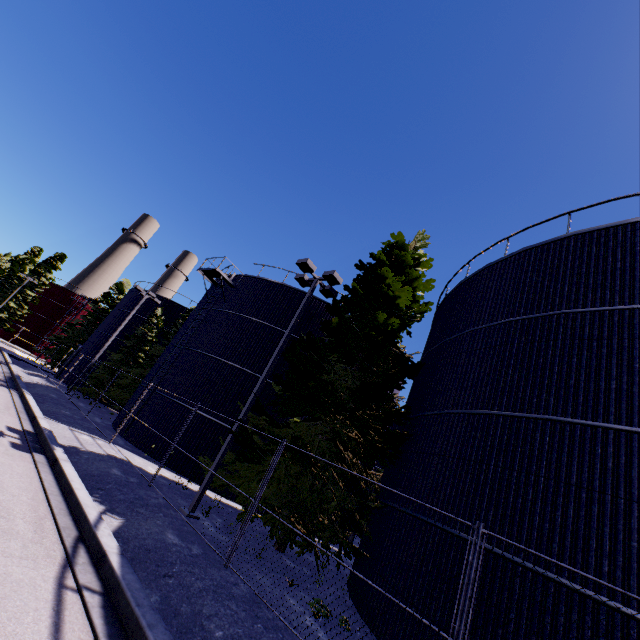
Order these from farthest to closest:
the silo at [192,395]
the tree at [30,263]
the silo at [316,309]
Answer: the tree at [30,263] < the silo at [316,309] < the silo at [192,395]

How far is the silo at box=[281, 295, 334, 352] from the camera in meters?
19.6 m

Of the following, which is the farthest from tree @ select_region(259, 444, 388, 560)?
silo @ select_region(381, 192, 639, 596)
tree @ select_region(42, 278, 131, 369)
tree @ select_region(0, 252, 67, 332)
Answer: tree @ select_region(0, 252, 67, 332)

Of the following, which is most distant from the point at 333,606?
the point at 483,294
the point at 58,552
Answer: the point at 483,294

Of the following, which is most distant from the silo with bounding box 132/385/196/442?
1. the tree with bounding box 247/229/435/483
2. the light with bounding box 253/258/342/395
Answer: the light with bounding box 253/258/342/395

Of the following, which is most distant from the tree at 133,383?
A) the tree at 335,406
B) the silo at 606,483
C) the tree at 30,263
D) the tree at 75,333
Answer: the tree at 30,263

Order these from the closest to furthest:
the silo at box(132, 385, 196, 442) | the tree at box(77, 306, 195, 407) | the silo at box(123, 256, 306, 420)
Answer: the silo at box(132, 385, 196, 442) < the silo at box(123, 256, 306, 420) < the tree at box(77, 306, 195, 407)
